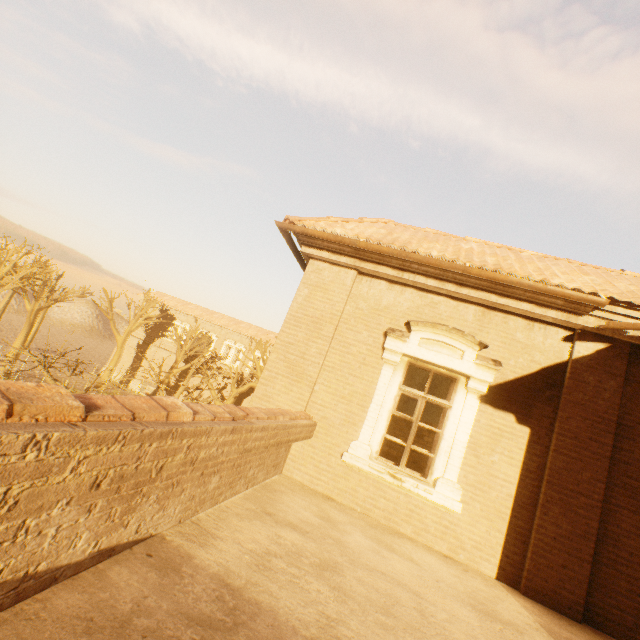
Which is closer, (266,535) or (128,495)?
(128,495)

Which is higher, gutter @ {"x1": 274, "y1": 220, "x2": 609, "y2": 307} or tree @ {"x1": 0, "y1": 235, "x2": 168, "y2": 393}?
gutter @ {"x1": 274, "y1": 220, "x2": 609, "y2": 307}

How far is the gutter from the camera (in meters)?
5.02

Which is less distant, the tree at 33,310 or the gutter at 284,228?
the gutter at 284,228

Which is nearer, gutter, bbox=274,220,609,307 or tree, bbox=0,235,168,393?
gutter, bbox=274,220,609,307

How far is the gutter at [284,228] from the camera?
5.02m
